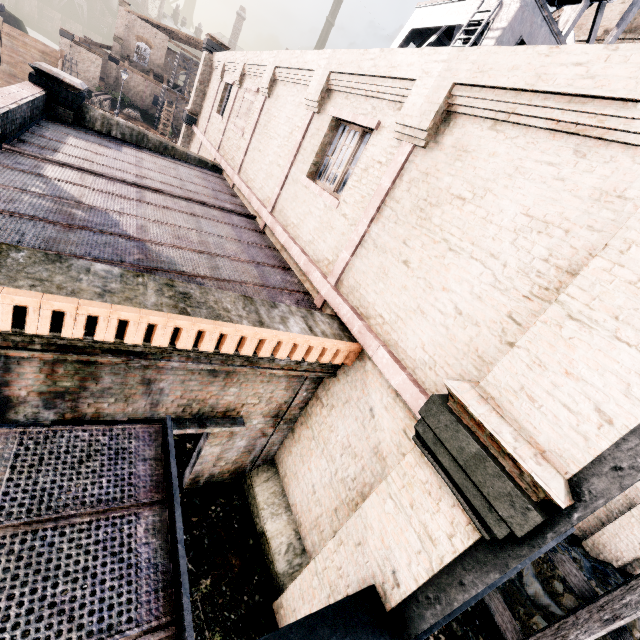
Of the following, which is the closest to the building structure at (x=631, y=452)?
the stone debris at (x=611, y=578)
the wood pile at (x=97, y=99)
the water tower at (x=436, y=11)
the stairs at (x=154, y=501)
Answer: the stairs at (x=154, y=501)

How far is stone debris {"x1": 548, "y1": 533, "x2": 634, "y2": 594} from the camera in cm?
1037

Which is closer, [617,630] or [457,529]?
[457,529]

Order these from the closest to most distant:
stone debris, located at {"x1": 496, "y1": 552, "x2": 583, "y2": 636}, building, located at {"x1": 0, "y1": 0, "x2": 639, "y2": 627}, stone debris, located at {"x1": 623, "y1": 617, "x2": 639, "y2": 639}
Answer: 1. building, located at {"x1": 0, "y1": 0, "x2": 639, "y2": 627}
2. stone debris, located at {"x1": 496, "y1": 552, "x2": 583, "y2": 636}
3. stone debris, located at {"x1": 623, "y1": 617, "x2": 639, "y2": 639}

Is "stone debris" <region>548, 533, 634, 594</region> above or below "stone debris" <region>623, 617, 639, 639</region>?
below

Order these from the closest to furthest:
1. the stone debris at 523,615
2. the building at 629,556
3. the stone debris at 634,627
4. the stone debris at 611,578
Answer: the stone debris at 523,615 < the stone debris at 634,627 < the stone debris at 611,578 < the building at 629,556

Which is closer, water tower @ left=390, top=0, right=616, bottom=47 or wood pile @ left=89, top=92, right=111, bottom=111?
water tower @ left=390, top=0, right=616, bottom=47

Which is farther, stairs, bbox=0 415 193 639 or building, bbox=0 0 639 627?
building, bbox=0 0 639 627
